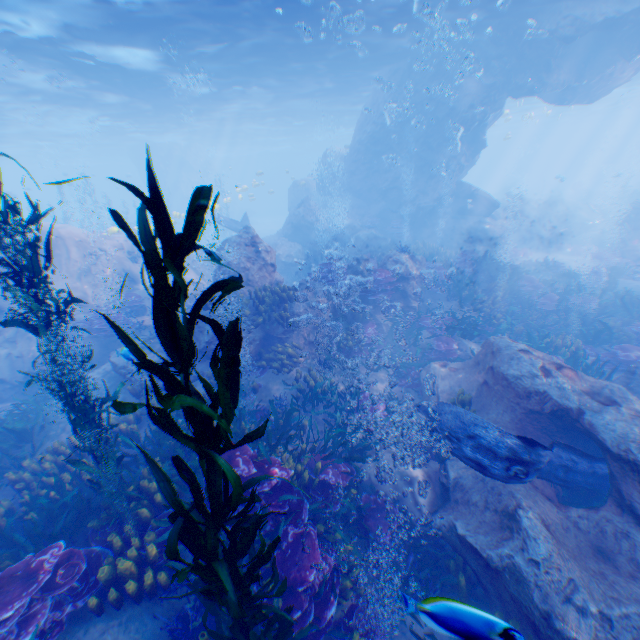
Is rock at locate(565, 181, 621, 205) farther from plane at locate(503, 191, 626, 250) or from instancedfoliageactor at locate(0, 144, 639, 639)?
instancedfoliageactor at locate(0, 144, 639, 639)

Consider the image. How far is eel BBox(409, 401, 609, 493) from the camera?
5.2 meters

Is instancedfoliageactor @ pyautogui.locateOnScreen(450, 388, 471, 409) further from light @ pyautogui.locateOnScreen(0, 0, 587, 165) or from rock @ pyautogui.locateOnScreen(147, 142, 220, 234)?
light @ pyautogui.locateOnScreen(0, 0, 587, 165)

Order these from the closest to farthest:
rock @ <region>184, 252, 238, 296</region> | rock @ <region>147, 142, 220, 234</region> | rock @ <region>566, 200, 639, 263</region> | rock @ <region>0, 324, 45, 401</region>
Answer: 1. rock @ <region>184, 252, 238, 296</region>
2. rock @ <region>0, 324, 45, 401</region>
3. rock @ <region>566, 200, 639, 263</region>
4. rock @ <region>147, 142, 220, 234</region>

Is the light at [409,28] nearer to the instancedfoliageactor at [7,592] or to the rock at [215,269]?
the rock at [215,269]

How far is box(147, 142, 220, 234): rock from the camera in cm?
4478

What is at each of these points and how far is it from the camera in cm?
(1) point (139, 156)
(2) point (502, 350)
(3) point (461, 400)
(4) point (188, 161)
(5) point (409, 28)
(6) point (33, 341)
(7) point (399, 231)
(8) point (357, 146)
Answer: (1) rock, 4719
(2) rock, 776
(3) instancedfoliageactor, 760
(4) rock, 4697
(5) light, 1580
(6) rock, 1187
(7) instancedfoliageactor, 2250
(8) rock, 2408

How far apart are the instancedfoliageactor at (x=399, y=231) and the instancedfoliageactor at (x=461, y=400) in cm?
1573
